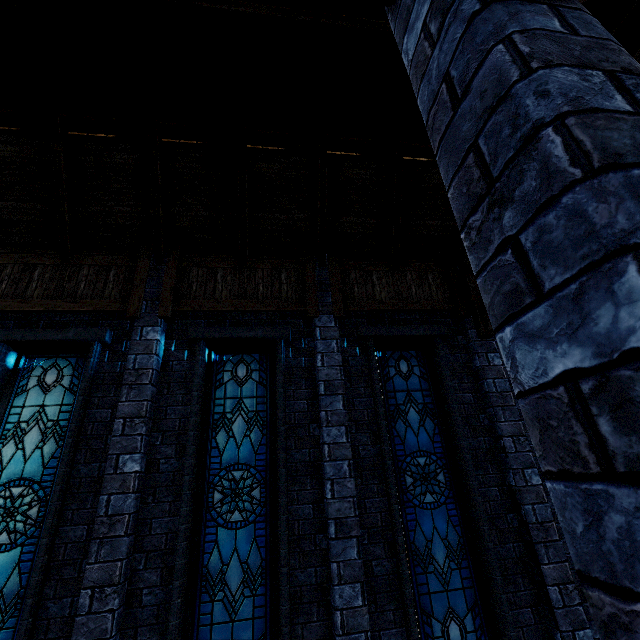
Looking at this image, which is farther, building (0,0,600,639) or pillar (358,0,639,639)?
building (0,0,600,639)

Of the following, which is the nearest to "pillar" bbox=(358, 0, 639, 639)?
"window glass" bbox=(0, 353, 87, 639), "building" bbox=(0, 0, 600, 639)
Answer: "building" bbox=(0, 0, 600, 639)

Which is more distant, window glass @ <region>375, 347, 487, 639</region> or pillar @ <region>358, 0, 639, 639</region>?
window glass @ <region>375, 347, 487, 639</region>

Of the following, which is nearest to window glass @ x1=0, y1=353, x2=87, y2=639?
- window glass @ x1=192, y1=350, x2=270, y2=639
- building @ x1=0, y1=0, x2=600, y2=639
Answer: building @ x1=0, y1=0, x2=600, y2=639

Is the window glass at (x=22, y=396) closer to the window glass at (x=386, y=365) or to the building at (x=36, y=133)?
the building at (x=36, y=133)

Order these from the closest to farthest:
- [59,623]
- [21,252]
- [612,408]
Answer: [612,408]
[59,623]
[21,252]

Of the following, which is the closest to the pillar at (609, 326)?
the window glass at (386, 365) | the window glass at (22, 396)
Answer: the window glass at (386, 365)

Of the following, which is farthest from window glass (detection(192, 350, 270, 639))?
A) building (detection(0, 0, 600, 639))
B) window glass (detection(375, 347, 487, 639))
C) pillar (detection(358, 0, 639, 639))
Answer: pillar (detection(358, 0, 639, 639))
